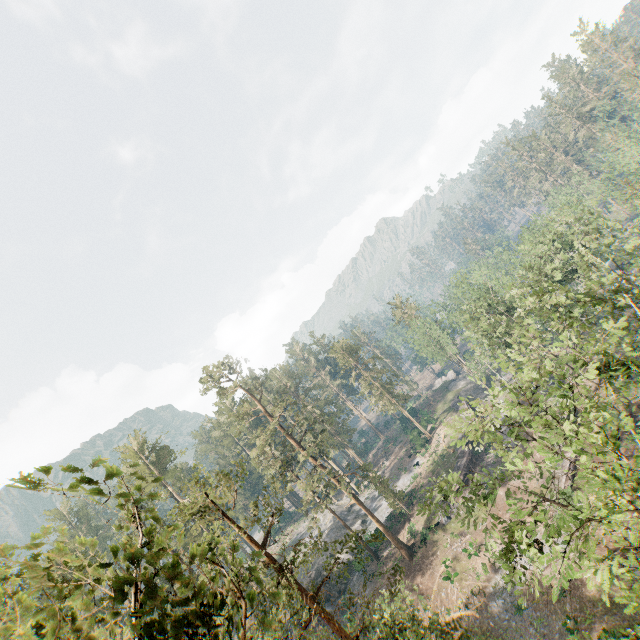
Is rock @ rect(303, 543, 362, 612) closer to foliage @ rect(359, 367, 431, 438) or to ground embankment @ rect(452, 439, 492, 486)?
foliage @ rect(359, 367, 431, 438)

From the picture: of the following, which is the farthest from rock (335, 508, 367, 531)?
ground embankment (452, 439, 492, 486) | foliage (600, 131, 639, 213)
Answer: ground embankment (452, 439, 492, 486)

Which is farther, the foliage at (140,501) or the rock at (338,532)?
the rock at (338,532)

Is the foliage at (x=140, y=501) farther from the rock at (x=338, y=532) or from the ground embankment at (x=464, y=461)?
the ground embankment at (x=464, y=461)

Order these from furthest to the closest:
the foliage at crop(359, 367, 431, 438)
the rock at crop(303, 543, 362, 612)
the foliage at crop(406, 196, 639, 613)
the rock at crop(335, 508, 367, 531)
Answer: the foliage at crop(359, 367, 431, 438), the rock at crop(335, 508, 367, 531), the rock at crop(303, 543, 362, 612), the foliage at crop(406, 196, 639, 613)

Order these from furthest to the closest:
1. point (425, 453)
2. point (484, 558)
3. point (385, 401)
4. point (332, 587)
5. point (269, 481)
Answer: point (385, 401), point (425, 453), point (269, 481), point (332, 587), point (484, 558)
